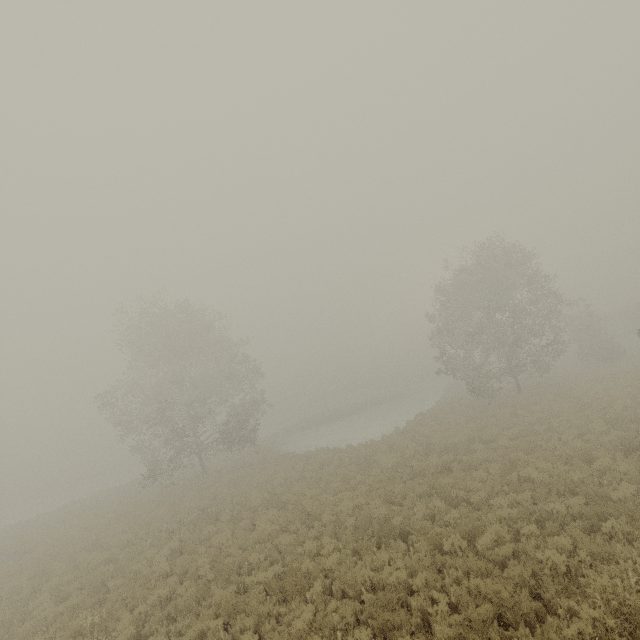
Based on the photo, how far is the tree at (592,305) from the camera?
26.66m

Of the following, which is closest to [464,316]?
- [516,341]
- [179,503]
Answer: [516,341]

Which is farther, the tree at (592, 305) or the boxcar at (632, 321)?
the boxcar at (632, 321)

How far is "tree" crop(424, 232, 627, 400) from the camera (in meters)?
26.66

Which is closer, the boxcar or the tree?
the tree
